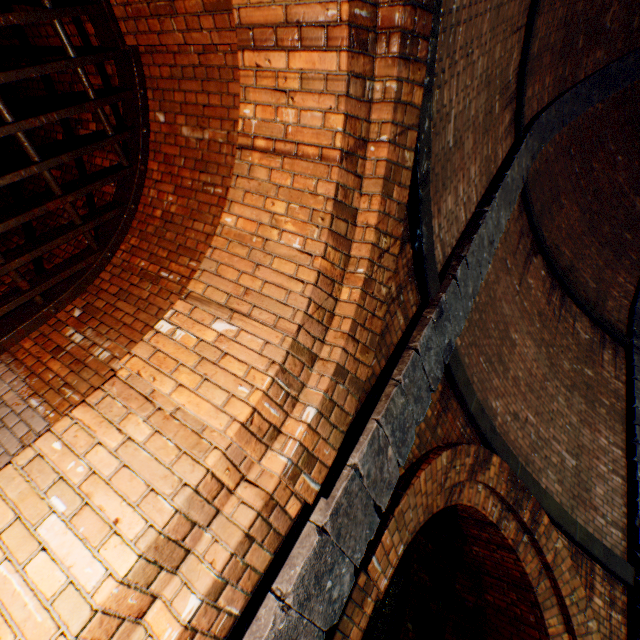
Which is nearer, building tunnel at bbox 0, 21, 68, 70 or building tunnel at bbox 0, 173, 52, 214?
building tunnel at bbox 0, 21, 68, 70

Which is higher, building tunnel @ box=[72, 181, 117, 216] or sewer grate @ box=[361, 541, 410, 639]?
building tunnel @ box=[72, 181, 117, 216]

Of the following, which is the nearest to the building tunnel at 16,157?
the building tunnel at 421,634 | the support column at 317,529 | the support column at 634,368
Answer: the support column at 317,529

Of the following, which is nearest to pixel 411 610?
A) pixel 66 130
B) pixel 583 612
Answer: pixel 583 612

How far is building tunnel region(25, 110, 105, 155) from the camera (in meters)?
3.81

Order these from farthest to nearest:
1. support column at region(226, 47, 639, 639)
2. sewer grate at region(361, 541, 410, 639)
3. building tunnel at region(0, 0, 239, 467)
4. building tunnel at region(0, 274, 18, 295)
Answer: sewer grate at region(361, 541, 410, 639)
building tunnel at region(0, 274, 18, 295)
building tunnel at region(0, 0, 239, 467)
support column at region(226, 47, 639, 639)

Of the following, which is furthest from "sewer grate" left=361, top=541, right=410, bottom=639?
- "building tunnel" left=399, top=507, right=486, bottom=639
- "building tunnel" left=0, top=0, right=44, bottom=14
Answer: "building tunnel" left=0, top=0, right=44, bottom=14

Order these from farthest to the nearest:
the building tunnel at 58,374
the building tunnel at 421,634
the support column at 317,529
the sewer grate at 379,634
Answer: the sewer grate at 379,634 → the building tunnel at 421,634 → the building tunnel at 58,374 → the support column at 317,529
